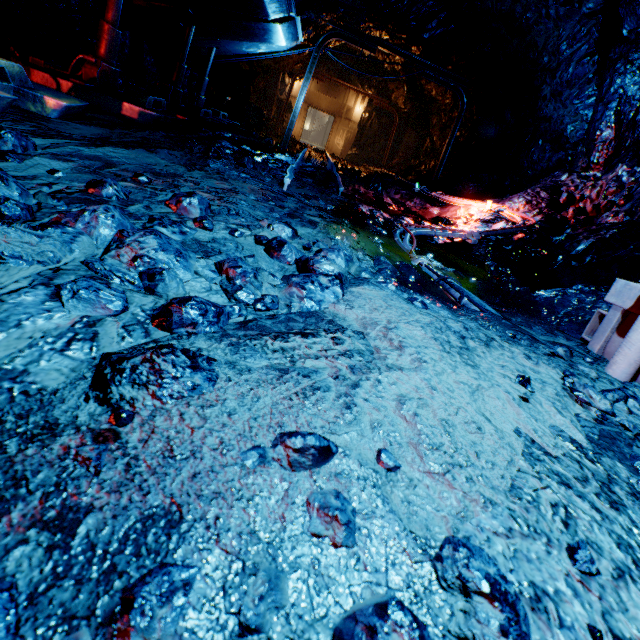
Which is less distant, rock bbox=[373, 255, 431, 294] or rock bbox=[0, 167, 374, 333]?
rock bbox=[0, 167, 374, 333]

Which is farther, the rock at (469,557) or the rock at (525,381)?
the rock at (525,381)

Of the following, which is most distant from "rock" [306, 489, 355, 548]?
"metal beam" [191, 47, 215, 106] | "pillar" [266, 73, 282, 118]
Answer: "metal beam" [191, 47, 215, 106]

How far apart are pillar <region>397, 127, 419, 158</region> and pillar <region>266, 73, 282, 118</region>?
7.95m

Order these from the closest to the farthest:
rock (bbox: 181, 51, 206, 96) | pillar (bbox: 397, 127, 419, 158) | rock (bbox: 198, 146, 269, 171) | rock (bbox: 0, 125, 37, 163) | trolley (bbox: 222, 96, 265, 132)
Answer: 1. rock (bbox: 0, 125, 37, 163)
2. rock (bbox: 198, 146, 269, 171)
3. rock (bbox: 181, 51, 206, 96)
4. trolley (bbox: 222, 96, 265, 132)
5. pillar (bbox: 397, 127, 419, 158)

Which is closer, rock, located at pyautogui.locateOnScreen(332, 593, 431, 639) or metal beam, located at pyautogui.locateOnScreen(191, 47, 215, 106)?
rock, located at pyautogui.locateOnScreen(332, 593, 431, 639)

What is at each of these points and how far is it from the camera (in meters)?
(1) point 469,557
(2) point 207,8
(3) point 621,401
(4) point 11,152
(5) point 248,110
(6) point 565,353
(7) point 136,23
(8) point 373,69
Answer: (1) rock, 0.60
(2) metal top, 5.77
(3) rock, 1.48
(4) rock, 1.69
(5) trolley, 12.47
(6) rock, 1.82
(7) rock, 7.29
(8) rock, 16.52

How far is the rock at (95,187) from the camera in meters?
1.7 m
